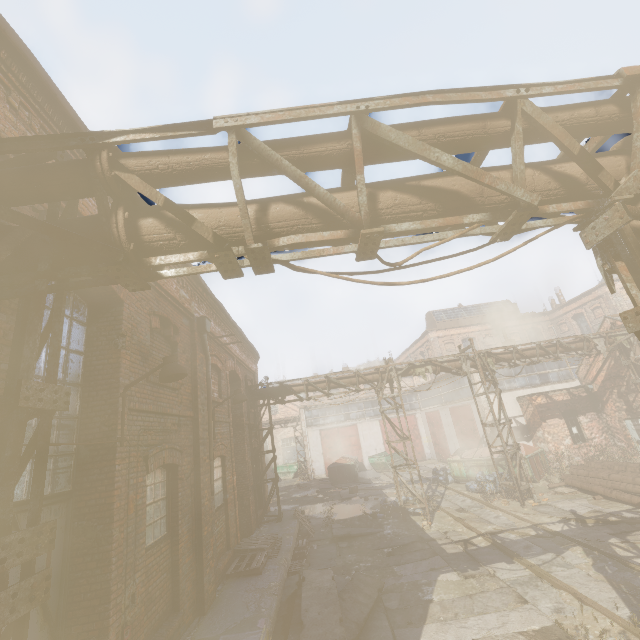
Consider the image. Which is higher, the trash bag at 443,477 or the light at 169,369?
the light at 169,369

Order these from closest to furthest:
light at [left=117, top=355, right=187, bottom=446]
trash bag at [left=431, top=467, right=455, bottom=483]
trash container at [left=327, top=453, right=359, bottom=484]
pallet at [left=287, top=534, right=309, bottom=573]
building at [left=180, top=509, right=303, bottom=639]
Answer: light at [left=117, top=355, right=187, bottom=446] < building at [left=180, top=509, right=303, bottom=639] < pallet at [left=287, top=534, right=309, bottom=573] < trash bag at [left=431, top=467, right=455, bottom=483] < trash container at [left=327, top=453, right=359, bottom=484]

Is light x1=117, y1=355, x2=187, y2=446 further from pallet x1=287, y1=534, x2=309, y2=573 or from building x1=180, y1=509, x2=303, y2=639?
pallet x1=287, y1=534, x2=309, y2=573

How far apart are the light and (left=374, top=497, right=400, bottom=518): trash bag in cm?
1222

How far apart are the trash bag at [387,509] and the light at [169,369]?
12.22m

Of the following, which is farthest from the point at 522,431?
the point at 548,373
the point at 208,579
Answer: the point at 208,579

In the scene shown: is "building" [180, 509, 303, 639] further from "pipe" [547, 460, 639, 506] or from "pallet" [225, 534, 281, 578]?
"pipe" [547, 460, 639, 506]

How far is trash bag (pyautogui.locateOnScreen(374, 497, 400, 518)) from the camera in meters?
13.6 m
